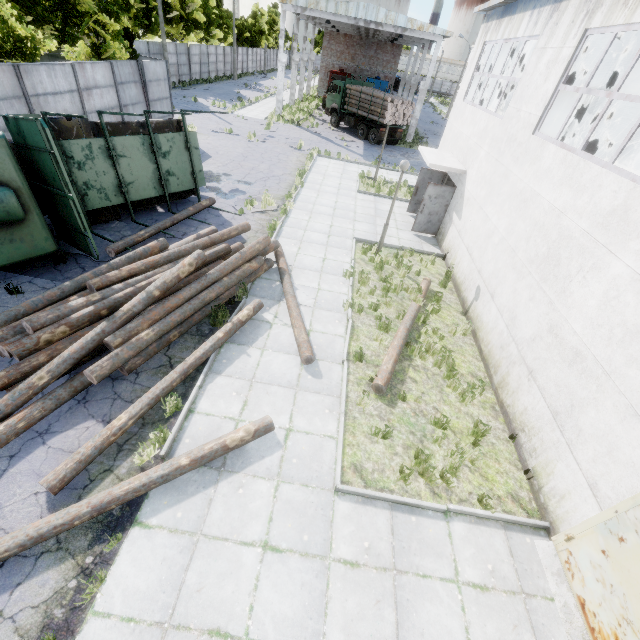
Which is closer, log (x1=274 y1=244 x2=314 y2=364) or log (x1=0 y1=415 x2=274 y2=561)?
log (x1=0 y1=415 x2=274 y2=561)

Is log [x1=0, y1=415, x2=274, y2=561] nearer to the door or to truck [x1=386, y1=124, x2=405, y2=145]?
the door

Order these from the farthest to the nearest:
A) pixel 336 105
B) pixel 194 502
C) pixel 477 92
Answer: pixel 336 105 → pixel 477 92 → pixel 194 502

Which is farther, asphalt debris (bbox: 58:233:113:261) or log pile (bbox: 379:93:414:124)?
log pile (bbox: 379:93:414:124)

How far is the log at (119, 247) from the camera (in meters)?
9.35

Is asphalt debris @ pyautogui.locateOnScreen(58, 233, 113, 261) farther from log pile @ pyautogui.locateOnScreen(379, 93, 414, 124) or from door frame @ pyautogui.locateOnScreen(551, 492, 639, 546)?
log pile @ pyautogui.locateOnScreen(379, 93, 414, 124)

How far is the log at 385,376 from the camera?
7.27m

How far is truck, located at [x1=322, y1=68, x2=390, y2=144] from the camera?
27.5 meters
